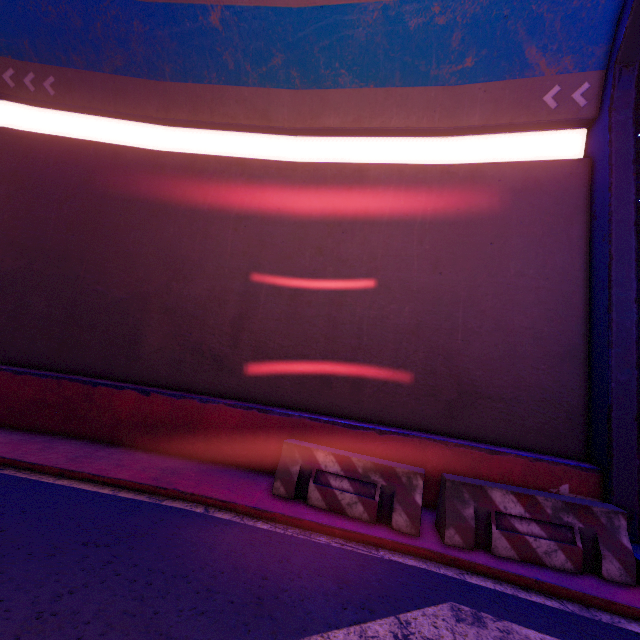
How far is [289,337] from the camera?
7.71m

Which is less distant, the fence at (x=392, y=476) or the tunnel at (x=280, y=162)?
the tunnel at (x=280, y=162)

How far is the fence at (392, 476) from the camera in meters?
5.0 m

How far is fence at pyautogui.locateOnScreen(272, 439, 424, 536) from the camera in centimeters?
498cm

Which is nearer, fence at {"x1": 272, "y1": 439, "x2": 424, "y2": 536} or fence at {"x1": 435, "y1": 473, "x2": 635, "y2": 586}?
fence at {"x1": 435, "y1": 473, "x2": 635, "y2": 586}

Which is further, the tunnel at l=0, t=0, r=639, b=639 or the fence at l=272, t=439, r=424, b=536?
the fence at l=272, t=439, r=424, b=536

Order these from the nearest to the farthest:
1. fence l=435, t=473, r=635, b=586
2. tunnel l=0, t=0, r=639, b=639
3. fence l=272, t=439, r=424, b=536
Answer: tunnel l=0, t=0, r=639, b=639 < fence l=435, t=473, r=635, b=586 < fence l=272, t=439, r=424, b=536

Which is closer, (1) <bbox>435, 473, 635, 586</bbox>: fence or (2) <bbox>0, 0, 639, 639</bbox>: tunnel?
(2) <bbox>0, 0, 639, 639</bbox>: tunnel
